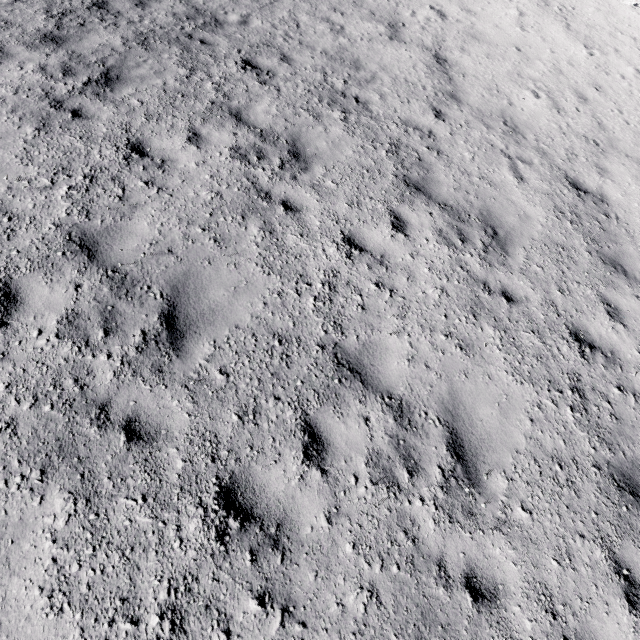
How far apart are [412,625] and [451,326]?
3.66m
